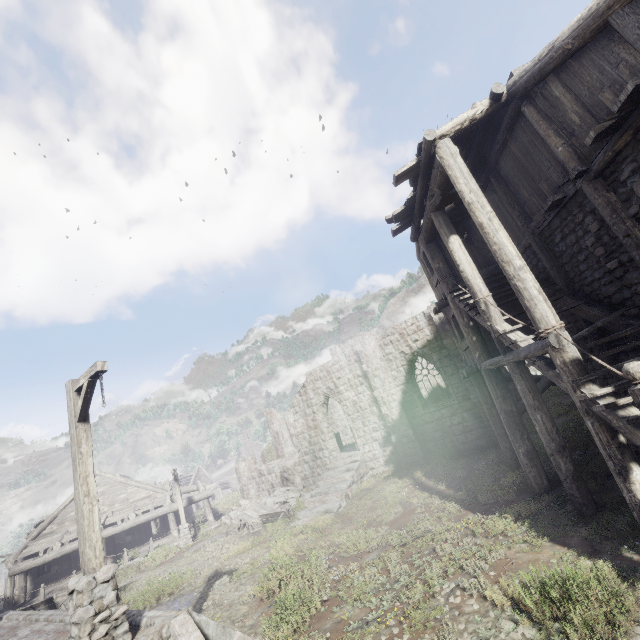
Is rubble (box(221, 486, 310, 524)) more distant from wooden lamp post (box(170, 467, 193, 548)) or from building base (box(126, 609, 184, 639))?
building base (box(126, 609, 184, 639))

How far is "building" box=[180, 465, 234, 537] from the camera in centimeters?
2323cm

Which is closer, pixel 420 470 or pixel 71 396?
pixel 71 396

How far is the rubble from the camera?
20.50m

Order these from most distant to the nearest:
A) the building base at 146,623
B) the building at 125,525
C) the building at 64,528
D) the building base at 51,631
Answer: the building at 125,525 < the building at 64,528 < the building base at 51,631 < the building base at 146,623

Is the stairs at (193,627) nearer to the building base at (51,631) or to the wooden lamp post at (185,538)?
the building base at (51,631)

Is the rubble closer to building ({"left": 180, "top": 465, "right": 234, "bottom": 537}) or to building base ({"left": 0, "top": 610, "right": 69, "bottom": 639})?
building ({"left": 180, "top": 465, "right": 234, "bottom": 537})
